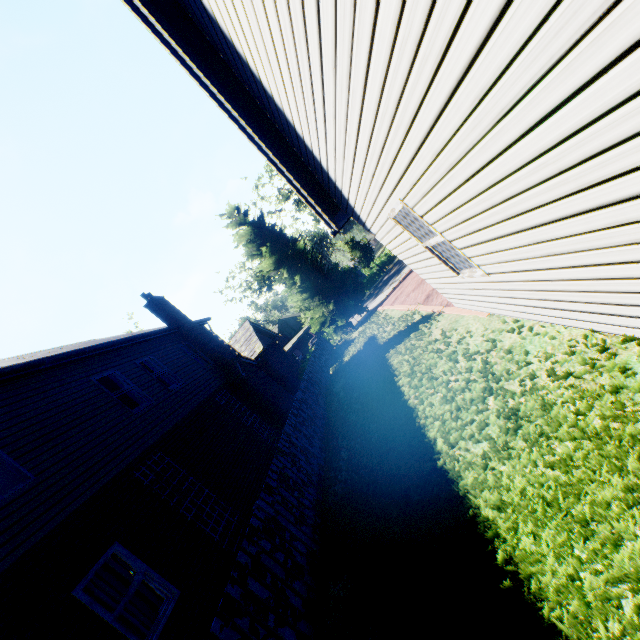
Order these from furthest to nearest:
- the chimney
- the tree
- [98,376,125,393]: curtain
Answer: the tree, the chimney, [98,376,125,393]: curtain

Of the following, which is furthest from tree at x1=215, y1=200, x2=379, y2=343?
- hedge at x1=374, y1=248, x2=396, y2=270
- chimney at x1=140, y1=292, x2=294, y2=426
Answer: chimney at x1=140, y1=292, x2=294, y2=426

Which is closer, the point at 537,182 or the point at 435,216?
the point at 537,182

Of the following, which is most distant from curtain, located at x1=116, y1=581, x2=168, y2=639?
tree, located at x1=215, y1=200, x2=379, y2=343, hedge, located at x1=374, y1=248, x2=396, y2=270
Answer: hedge, located at x1=374, y1=248, x2=396, y2=270

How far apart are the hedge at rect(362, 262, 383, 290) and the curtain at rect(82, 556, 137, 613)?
39.81m

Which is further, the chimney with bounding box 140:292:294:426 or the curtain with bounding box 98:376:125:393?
the chimney with bounding box 140:292:294:426

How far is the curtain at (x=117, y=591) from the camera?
5.6 meters

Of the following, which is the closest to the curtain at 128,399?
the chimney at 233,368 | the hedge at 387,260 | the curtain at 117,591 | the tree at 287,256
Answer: the chimney at 233,368
